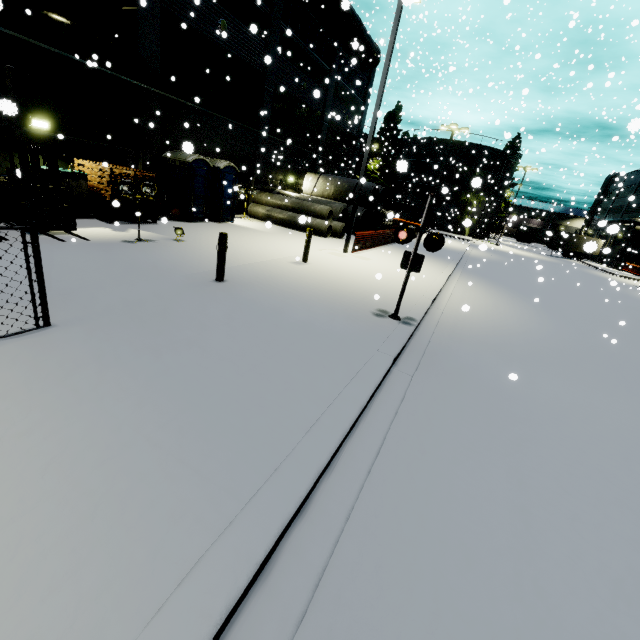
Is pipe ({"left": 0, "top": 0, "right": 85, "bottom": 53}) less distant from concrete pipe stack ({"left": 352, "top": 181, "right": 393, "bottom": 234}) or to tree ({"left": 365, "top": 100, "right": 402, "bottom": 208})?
tree ({"left": 365, "top": 100, "right": 402, "bottom": 208})

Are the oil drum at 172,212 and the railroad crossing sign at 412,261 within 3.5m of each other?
no

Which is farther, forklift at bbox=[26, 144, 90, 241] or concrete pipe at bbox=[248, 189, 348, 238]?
concrete pipe at bbox=[248, 189, 348, 238]

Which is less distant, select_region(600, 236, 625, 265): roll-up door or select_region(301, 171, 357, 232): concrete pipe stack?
select_region(301, 171, 357, 232): concrete pipe stack

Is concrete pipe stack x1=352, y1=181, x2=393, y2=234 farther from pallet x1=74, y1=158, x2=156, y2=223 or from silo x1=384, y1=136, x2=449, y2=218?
pallet x1=74, y1=158, x2=156, y2=223

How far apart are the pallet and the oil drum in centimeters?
17cm

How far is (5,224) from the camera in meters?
3.8

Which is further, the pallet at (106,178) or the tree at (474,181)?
the pallet at (106,178)
